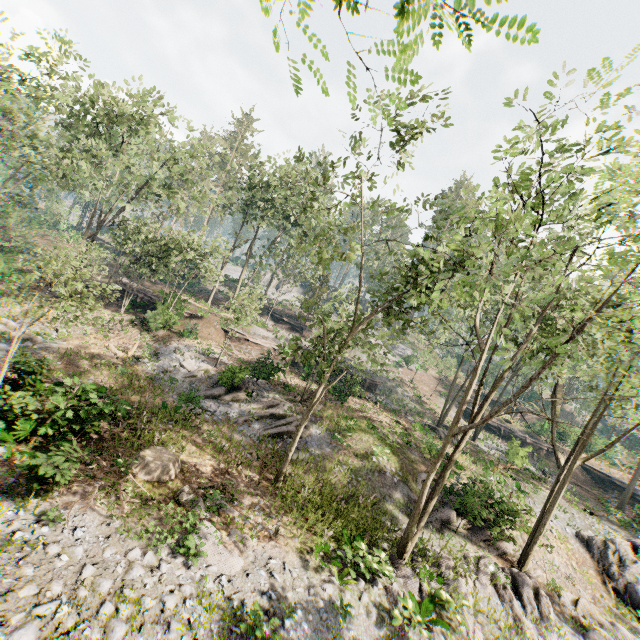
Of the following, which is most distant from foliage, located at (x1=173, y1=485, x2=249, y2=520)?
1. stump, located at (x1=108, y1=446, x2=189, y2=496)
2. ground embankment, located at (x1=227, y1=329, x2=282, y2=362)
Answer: stump, located at (x1=108, y1=446, x2=189, y2=496)

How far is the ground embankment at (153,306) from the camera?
27.5 meters

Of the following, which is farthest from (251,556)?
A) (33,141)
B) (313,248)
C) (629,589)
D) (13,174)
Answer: (13,174)

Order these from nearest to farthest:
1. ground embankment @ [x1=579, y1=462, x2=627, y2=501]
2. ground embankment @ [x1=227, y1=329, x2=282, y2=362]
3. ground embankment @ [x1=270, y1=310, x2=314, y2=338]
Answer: ground embankment @ [x1=227, y1=329, x2=282, y2=362] < ground embankment @ [x1=579, y1=462, x2=627, y2=501] < ground embankment @ [x1=270, y1=310, x2=314, y2=338]

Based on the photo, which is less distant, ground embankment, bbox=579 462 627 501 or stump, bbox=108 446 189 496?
stump, bbox=108 446 189 496

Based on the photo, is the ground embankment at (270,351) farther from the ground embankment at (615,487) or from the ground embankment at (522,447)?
the ground embankment at (615,487)

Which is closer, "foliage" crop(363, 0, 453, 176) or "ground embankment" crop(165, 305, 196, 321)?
"foliage" crop(363, 0, 453, 176)

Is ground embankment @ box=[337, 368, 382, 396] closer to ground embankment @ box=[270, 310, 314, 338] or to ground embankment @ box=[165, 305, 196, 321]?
ground embankment @ box=[165, 305, 196, 321]
